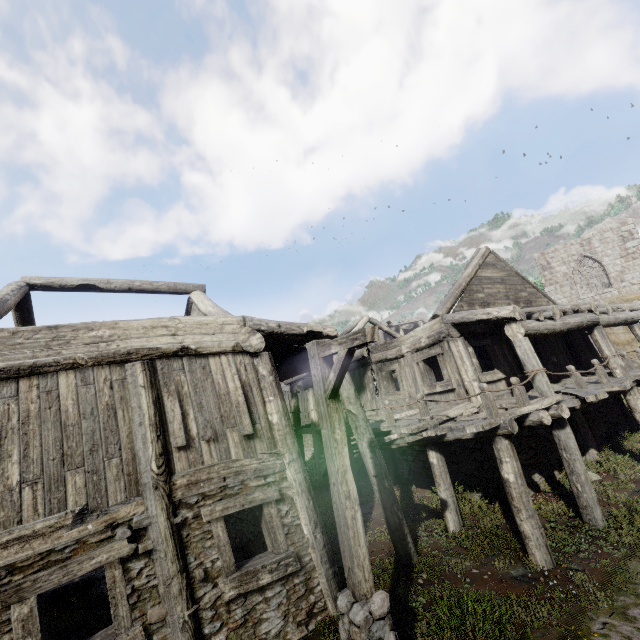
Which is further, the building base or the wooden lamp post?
the building base

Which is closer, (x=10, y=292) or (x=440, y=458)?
(x=10, y=292)

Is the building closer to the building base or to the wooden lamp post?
the building base

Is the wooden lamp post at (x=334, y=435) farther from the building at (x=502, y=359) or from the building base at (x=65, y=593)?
the building base at (x=65, y=593)

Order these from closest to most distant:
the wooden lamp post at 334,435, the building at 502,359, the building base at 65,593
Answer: the wooden lamp post at 334,435, the building at 502,359, the building base at 65,593

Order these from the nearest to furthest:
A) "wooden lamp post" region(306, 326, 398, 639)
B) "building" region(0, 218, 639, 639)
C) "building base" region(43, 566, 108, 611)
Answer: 1. "wooden lamp post" region(306, 326, 398, 639)
2. "building" region(0, 218, 639, 639)
3. "building base" region(43, 566, 108, 611)

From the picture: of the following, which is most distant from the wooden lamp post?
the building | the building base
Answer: the building base
